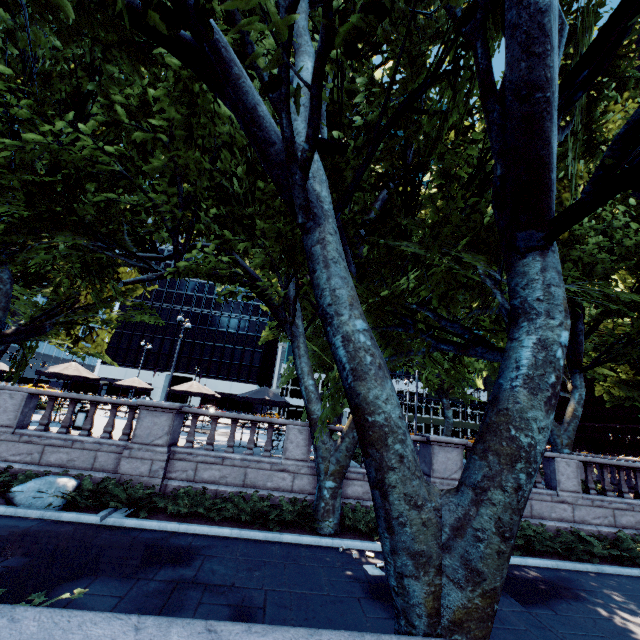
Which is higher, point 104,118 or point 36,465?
point 104,118

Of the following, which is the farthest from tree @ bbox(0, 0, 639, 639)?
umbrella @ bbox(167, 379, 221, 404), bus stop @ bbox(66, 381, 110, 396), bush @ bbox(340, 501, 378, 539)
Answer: bus stop @ bbox(66, 381, 110, 396)

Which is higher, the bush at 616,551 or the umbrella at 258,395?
the umbrella at 258,395

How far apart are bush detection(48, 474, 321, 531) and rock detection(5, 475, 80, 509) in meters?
2.8

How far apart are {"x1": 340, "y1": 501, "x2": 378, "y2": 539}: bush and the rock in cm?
790

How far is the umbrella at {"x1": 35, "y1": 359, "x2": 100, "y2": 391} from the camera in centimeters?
1530cm

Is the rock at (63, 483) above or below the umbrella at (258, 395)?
below

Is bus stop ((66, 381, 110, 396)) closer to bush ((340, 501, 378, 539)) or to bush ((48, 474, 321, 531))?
bush ((48, 474, 321, 531))
